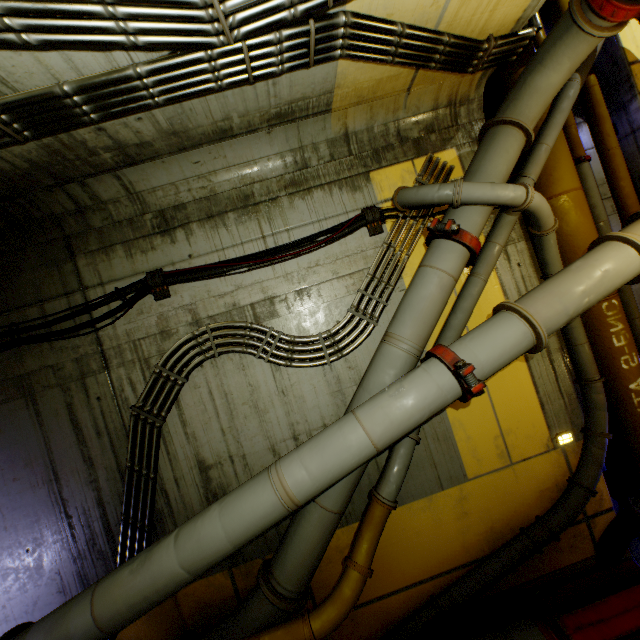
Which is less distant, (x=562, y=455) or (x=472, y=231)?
(x=472, y=231)

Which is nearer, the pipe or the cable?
the pipe

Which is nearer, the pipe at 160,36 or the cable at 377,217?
the pipe at 160,36
